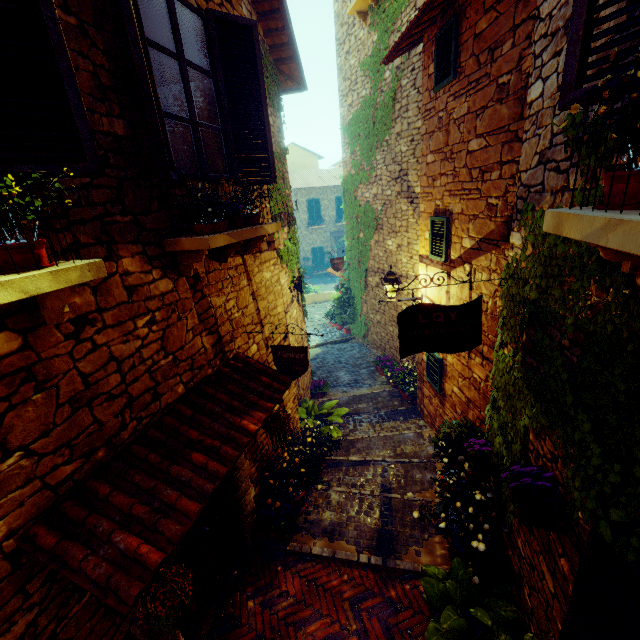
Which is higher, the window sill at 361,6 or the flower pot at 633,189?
the window sill at 361,6

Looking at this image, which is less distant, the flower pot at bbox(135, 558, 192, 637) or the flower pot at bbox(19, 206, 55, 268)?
the flower pot at bbox(19, 206, 55, 268)

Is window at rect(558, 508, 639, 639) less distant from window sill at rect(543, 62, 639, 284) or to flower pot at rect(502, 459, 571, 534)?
flower pot at rect(502, 459, 571, 534)

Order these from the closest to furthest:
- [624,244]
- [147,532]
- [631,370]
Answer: [624,244]
[631,370]
[147,532]

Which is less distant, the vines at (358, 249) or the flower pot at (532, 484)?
the flower pot at (532, 484)

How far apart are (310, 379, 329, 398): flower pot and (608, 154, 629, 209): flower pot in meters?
7.6

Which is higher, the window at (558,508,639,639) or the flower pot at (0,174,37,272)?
the flower pot at (0,174,37,272)

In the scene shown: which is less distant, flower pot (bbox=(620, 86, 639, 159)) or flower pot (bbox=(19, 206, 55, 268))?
flower pot (bbox=(620, 86, 639, 159))
